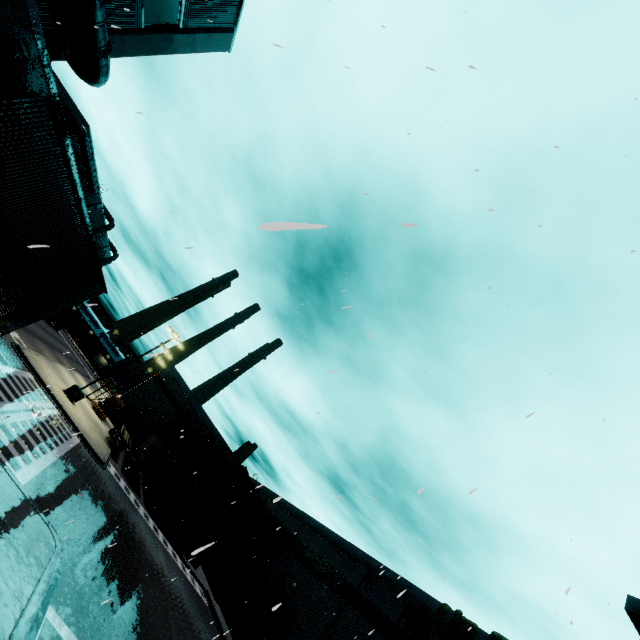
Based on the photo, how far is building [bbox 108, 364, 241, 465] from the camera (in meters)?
46.94

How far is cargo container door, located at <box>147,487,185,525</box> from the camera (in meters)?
29.73

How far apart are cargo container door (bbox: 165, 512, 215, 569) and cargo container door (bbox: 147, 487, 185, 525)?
0.9 meters

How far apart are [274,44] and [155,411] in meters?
53.1 m

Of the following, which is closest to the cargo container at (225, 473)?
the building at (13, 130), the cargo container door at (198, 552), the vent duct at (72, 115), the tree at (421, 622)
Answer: the cargo container door at (198, 552)

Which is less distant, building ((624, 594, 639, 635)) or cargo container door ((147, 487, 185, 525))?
building ((624, 594, 639, 635))

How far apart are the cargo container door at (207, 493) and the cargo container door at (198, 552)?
0.6m

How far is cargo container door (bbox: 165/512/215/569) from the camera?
29.1 meters
